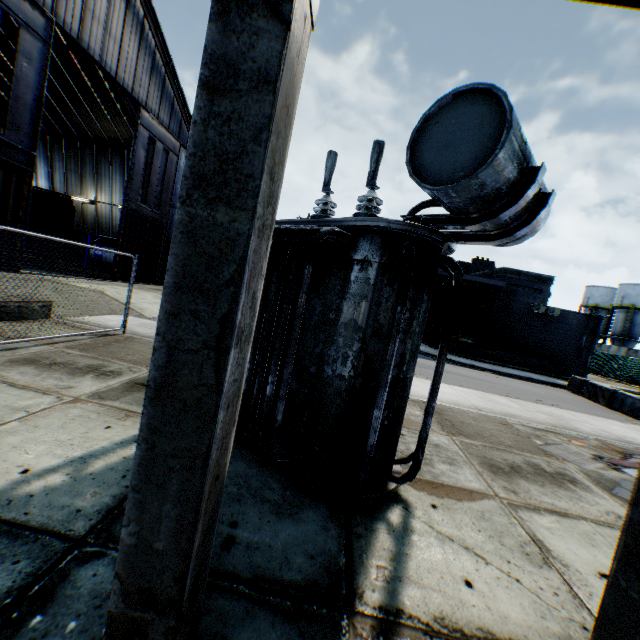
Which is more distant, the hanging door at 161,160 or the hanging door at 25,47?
the hanging door at 161,160

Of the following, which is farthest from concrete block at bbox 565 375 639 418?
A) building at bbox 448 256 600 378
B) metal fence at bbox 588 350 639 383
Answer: metal fence at bbox 588 350 639 383

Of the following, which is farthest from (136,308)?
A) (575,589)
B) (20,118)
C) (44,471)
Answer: (575,589)

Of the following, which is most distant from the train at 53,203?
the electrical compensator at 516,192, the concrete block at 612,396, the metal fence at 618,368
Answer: the concrete block at 612,396

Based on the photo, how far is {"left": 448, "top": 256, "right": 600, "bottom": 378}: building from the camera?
23.7 meters

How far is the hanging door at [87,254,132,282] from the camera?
19.4m

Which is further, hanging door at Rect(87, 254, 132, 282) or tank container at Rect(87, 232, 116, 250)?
tank container at Rect(87, 232, 116, 250)

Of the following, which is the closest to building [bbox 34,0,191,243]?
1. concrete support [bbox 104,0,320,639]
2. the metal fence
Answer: the metal fence
